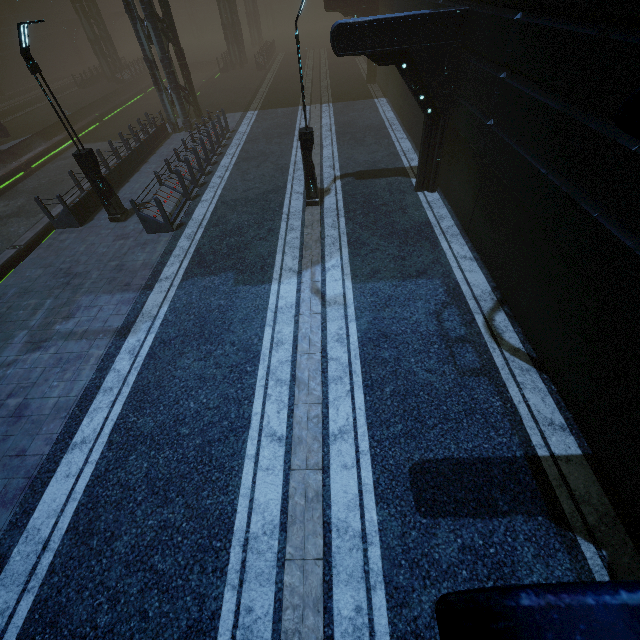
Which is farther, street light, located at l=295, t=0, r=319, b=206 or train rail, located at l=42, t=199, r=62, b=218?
train rail, located at l=42, t=199, r=62, b=218

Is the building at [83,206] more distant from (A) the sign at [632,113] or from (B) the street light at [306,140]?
(B) the street light at [306,140]

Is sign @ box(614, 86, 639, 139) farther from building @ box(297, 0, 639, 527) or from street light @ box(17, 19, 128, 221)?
street light @ box(17, 19, 128, 221)

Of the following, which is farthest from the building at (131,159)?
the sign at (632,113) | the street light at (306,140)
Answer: the street light at (306,140)

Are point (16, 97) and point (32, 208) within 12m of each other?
no

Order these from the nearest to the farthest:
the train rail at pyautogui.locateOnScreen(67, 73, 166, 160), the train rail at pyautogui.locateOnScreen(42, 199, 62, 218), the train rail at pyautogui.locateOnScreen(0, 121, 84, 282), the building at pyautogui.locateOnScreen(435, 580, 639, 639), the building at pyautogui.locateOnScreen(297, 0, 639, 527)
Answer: the building at pyautogui.locateOnScreen(435, 580, 639, 639) < the building at pyautogui.locateOnScreen(297, 0, 639, 527) < the train rail at pyautogui.locateOnScreen(0, 121, 84, 282) < the train rail at pyautogui.locateOnScreen(42, 199, 62, 218) < the train rail at pyautogui.locateOnScreen(67, 73, 166, 160)

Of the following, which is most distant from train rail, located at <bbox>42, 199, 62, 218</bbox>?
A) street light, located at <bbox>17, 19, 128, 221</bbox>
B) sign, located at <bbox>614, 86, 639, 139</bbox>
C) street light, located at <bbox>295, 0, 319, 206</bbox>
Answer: sign, located at <bbox>614, 86, 639, 139</bbox>

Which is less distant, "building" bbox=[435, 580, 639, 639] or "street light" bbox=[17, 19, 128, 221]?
"building" bbox=[435, 580, 639, 639]
